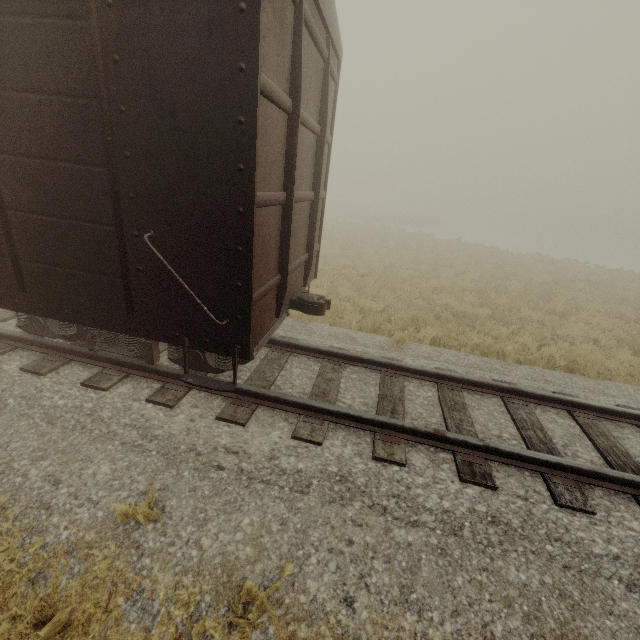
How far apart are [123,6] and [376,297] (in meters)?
8.93
